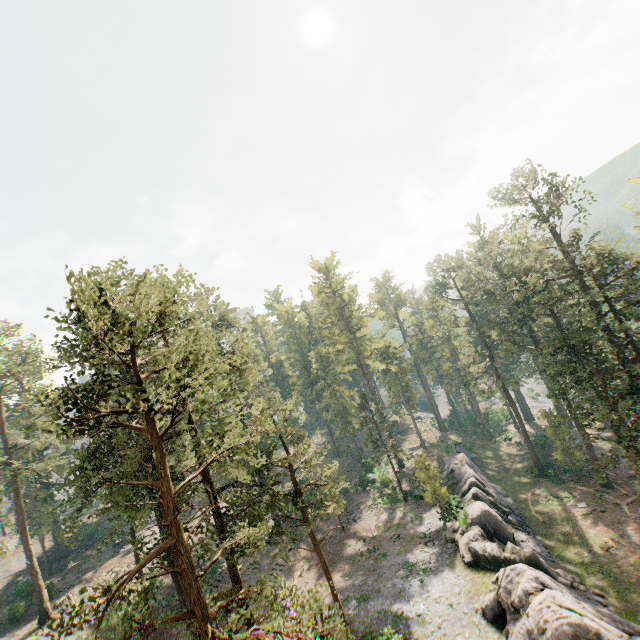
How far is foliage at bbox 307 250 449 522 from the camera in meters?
39.5

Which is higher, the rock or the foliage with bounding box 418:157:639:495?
the foliage with bounding box 418:157:639:495

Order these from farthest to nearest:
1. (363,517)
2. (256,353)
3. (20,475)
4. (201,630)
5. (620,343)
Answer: (256,353) → (363,517) → (20,475) → (620,343) → (201,630)

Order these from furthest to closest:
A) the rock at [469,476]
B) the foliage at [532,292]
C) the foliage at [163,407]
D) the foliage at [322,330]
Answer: the foliage at [322,330] < the foliage at [532,292] < the rock at [469,476] < the foliage at [163,407]

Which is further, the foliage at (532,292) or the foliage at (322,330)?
the foliage at (322,330)

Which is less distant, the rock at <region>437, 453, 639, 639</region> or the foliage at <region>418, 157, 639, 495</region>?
the rock at <region>437, 453, 639, 639</region>

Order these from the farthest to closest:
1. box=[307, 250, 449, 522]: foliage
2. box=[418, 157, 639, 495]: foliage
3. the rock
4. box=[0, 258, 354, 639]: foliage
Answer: box=[307, 250, 449, 522]: foliage
box=[418, 157, 639, 495]: foliage
the rock
box=[0, 258, 354, 639]: foliage
